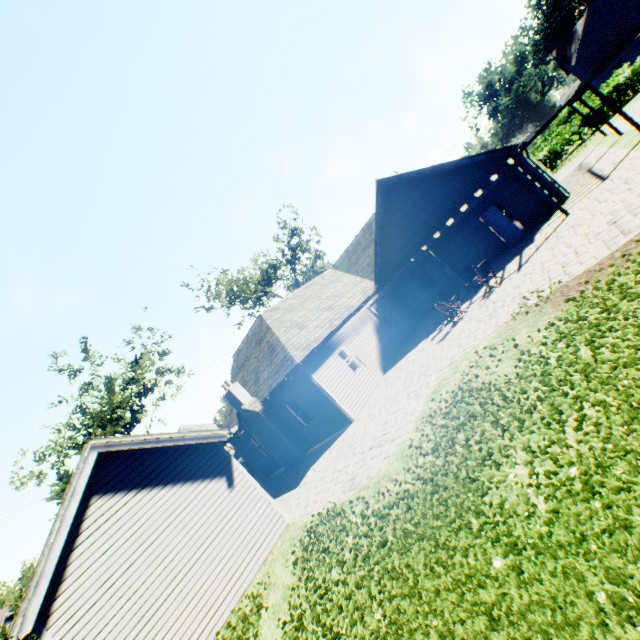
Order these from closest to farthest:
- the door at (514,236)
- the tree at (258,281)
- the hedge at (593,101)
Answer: the door at (514,236)
the hedge at (593,101)
the tree at (258,281)

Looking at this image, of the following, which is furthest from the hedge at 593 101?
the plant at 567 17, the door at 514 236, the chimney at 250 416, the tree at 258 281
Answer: the chimney at 250 416

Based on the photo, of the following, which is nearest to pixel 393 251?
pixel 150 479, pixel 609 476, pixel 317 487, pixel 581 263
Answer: pixel 581 263

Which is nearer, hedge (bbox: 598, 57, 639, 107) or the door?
the door

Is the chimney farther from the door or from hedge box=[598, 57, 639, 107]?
hedge box=[598, 57, 639, 107]

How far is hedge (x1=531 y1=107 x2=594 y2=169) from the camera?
27.0m

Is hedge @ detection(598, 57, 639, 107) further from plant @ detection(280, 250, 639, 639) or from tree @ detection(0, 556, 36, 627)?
plant @ detection(280, 250, 639, 639)
